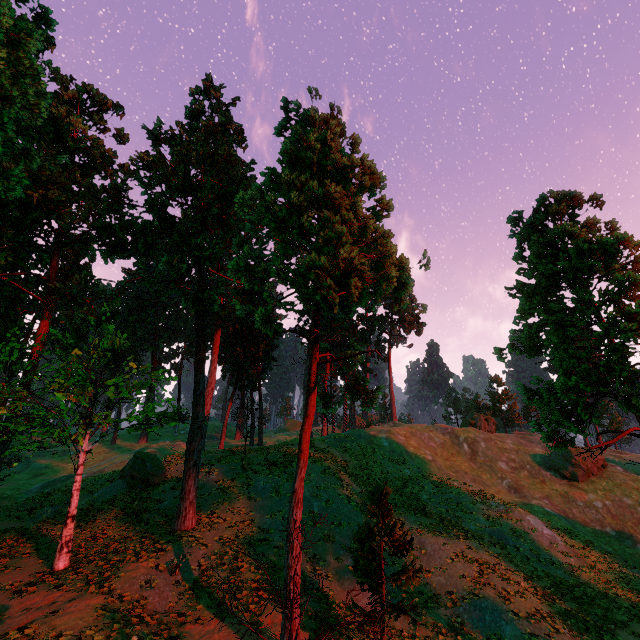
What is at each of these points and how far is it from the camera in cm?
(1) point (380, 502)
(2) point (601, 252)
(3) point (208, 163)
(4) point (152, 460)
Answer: (1) treerock, 1383
(2) treerock, 1410
(3) treerock, 2086
(4) treerock, 2764

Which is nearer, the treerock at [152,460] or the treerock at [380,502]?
the treerock at [380,502]

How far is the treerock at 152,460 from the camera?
25.2m

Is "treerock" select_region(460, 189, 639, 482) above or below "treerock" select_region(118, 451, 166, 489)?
above

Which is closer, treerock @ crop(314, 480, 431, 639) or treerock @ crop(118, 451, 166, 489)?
treerock @ crop(314, 480, 431, 639)

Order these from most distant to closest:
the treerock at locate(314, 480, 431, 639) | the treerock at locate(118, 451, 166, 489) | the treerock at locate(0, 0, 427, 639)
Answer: the treerock at locate(118, 451, 166, 489) < the treerock at locate(0, 0, 427, 639) < the treerock at locate(314, 480, 431, 639)
